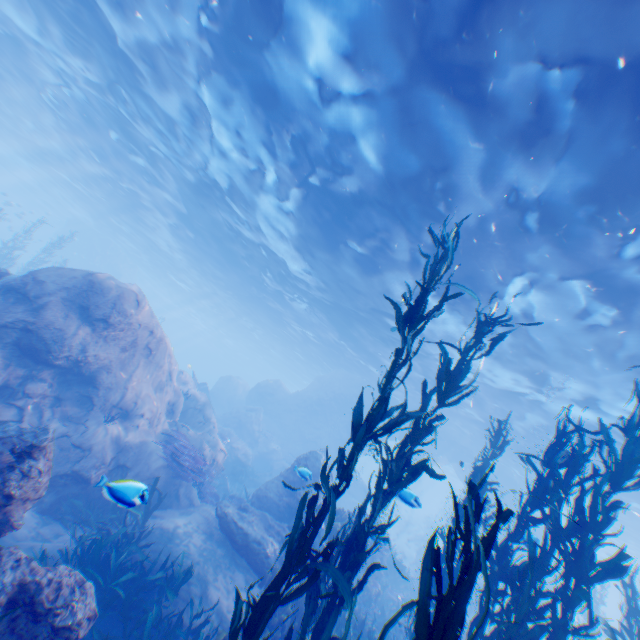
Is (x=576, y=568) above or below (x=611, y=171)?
below

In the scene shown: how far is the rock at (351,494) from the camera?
28.0 meters

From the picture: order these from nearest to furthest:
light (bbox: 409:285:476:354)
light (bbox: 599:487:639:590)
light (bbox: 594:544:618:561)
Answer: light (bbox: 409:285:476:354)
light (bbox: 599:487:639:590)
light (bbox: 594:544:618:561)

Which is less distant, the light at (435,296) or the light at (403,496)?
the light at (403,496)

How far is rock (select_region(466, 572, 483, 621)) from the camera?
23.69m

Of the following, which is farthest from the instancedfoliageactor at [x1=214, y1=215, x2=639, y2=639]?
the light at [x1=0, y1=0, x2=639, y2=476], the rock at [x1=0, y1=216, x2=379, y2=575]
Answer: the light at [x1=0, y1=0, x2=639, y2=476]

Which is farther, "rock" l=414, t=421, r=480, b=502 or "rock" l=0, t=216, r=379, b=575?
"rock" l=414, t=421, r=480, b=502

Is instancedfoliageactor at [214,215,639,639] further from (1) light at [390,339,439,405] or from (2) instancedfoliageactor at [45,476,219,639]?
(1) light at [390,339,439,405]
